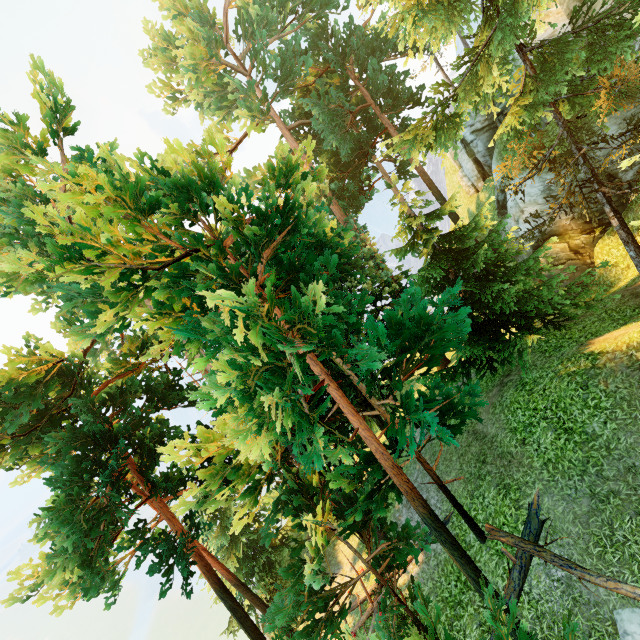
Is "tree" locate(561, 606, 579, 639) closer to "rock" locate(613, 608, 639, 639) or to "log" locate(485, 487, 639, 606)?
"log" locate(485, 487, 639, 606)

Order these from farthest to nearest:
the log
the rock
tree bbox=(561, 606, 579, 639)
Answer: the log, the rock, tree bbox=(561, 606, 579, 639)

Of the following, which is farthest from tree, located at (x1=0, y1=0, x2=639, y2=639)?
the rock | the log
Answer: the rock

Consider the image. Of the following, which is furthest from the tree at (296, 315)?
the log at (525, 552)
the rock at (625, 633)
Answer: the rock at (625, 633)

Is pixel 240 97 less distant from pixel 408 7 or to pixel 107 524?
pixel 408 7

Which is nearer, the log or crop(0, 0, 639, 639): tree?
crop(0, 0, 639, 639): tree

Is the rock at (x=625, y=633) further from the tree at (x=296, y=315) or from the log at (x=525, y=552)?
the tree at (x=296, y=315)
